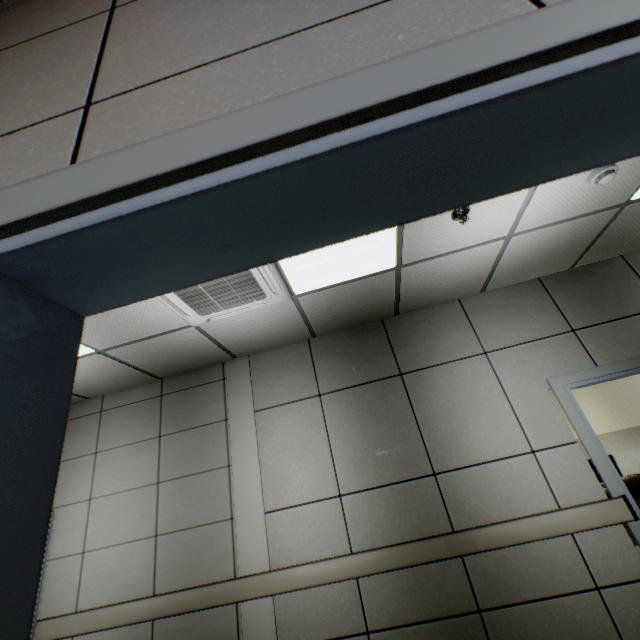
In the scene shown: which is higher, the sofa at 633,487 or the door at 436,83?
the door at 436,83

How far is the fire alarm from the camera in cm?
229

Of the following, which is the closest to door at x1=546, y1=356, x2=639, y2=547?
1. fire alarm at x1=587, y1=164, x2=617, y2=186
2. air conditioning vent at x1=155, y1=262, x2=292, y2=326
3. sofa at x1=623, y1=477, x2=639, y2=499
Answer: sofa at x1=623, y1=477, x2=639, y2=499

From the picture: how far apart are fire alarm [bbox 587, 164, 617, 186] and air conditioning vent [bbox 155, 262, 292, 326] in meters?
2.5 m

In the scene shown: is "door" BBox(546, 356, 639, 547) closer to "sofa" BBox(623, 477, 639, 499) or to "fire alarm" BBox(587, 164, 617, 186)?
"sofa" BBox(623, 477, 639, 499)

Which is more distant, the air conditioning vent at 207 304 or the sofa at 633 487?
the sofa at 633 487

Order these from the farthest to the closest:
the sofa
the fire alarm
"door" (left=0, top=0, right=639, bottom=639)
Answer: the sofa < the fire alarm < "door" (left=0, top=0, right=639, bottom=639)

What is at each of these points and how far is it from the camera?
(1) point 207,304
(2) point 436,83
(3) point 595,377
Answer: (1) air conditioning vent, 2.7 meters
(2) door, 0.4 meters
(3) door, 3.1 meters
